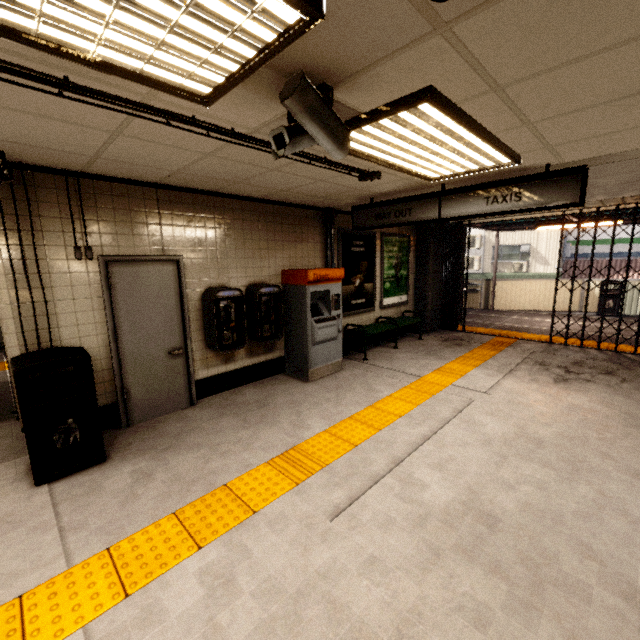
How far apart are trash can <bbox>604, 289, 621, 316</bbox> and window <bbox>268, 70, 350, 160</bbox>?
12.6 meters

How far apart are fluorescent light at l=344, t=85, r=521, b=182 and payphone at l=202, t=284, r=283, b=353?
2.4m

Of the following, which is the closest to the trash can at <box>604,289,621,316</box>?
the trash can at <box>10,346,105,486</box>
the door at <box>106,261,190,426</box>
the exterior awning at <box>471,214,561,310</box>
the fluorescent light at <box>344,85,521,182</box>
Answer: the exterior awning at <box>471,214,561,310</box>

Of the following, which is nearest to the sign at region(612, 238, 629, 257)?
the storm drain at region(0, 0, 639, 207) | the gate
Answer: the gate

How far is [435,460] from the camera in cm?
322

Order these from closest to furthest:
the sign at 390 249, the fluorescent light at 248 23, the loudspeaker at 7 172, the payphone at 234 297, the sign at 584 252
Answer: the fluorescent light at 248 23 → the loudspeaker at 7 172 → the payphone at 234 297 → the sign at 390 249 → the sign at 584 252

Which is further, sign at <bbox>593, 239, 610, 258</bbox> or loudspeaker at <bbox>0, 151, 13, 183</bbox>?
sign at <bbox>593, 239, 610, 258</bbox>

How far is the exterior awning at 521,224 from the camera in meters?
9.1 m
